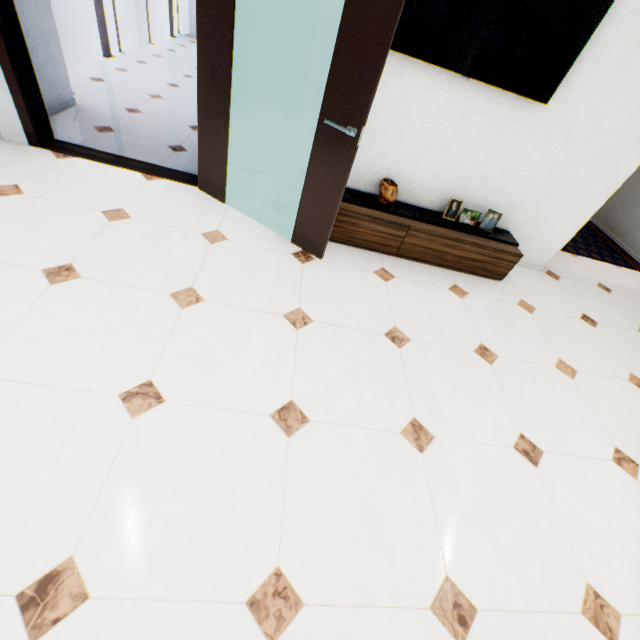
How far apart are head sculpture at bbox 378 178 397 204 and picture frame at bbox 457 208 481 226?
0.5m

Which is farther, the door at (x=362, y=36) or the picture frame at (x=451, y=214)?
the picture frame at (x=451, y=214)

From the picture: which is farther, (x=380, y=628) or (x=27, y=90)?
(x=27, y=90)

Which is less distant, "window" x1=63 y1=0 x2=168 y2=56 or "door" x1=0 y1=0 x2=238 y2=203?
"door" x1=0 y1=0 x2=238 y2=203

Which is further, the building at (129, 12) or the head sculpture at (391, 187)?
the building at (129, 12)

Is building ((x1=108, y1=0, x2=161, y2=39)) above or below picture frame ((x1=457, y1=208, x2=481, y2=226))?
below
